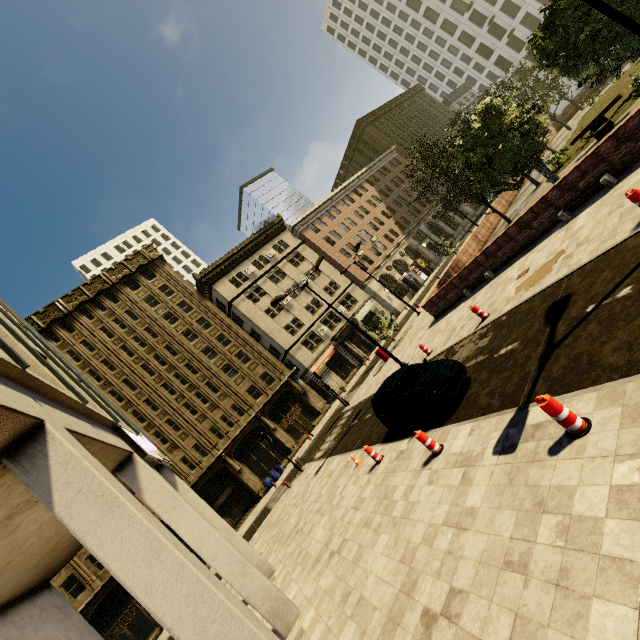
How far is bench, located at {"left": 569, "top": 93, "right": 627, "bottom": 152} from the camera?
16.00m

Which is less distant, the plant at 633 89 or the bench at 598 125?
the bench at 598 125

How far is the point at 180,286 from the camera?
37.84m

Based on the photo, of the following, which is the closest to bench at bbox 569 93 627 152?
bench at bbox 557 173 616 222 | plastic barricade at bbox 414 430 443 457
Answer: bench at bbox 557 173 616 222

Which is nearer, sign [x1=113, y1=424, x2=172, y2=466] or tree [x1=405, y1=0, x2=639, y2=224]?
sign [x1=113, y1=424, x2=172, y2=466]

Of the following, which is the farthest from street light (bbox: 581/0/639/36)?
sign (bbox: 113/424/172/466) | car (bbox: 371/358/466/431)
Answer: sign (bbox: 113/424/172/466)

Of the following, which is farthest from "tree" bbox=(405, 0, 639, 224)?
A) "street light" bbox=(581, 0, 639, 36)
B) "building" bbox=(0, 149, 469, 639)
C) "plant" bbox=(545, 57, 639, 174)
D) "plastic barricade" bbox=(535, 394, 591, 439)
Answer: "plastic barricade" bbox=(535, 394, 591, 439)

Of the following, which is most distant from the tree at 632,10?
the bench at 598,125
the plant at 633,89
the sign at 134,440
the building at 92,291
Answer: the sign at 134,440
